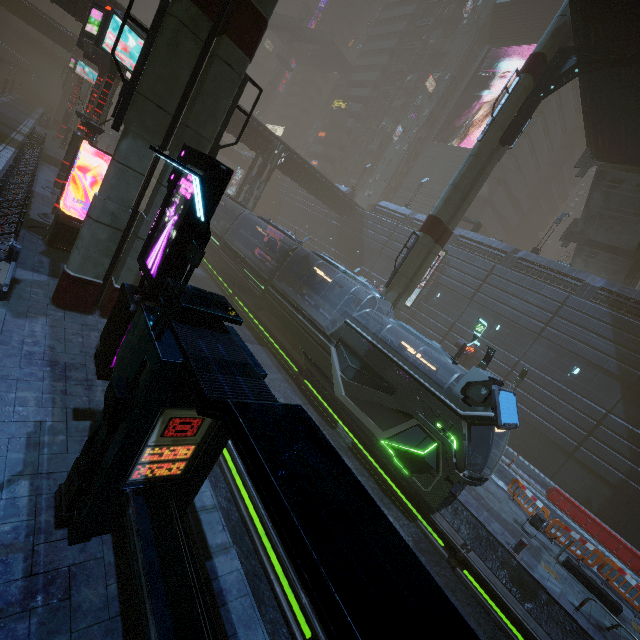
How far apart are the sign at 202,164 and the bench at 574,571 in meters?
16.5

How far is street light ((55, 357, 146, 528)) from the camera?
4.5 meters

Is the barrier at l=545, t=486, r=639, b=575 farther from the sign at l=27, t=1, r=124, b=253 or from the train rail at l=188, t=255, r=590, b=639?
the sign at l=27, t=1, r=124, b=253

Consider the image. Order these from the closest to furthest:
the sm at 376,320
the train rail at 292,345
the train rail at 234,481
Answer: the train rail at 234,481 < the train rail at 292,345 < the sm at 376,320

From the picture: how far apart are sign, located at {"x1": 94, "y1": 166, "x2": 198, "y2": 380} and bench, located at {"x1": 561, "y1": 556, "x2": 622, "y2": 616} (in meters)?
16.53

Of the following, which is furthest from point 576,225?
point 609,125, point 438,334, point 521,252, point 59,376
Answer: point 59,376

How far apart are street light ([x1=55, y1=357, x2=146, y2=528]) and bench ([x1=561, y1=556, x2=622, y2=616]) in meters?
16.1 m

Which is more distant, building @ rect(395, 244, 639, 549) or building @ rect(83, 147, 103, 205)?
building @ rect(83, 147, 103, 205)
